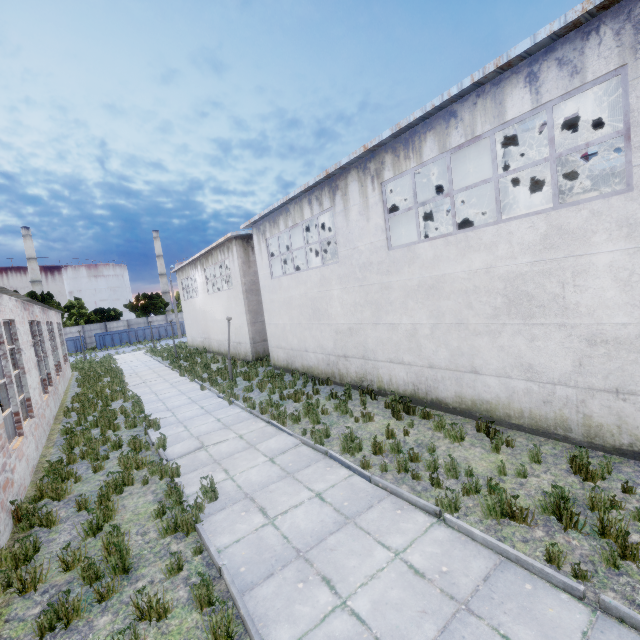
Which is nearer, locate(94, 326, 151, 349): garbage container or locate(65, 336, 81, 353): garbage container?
locate(65, 336, 81, 353): garbage container

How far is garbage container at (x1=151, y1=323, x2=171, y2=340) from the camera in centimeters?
4753cm

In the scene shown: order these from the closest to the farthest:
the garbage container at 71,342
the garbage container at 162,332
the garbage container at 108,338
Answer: the garbage container at 71,342
the garbage container at 108,338
the garbage container at 162,332

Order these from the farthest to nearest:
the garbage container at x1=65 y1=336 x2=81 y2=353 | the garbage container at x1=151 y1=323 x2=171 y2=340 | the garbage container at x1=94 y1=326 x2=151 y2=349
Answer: the garbage container at x1=151 y1=323 x2=171 y2=340 → the garbage container at x1=94 y1=326 x2=151 y2=349 → the garbage container at x1=65 y1=336 x2=81 y2=353

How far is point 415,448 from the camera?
7.48m

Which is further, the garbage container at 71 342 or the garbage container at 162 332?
the garbage container at 162 332
